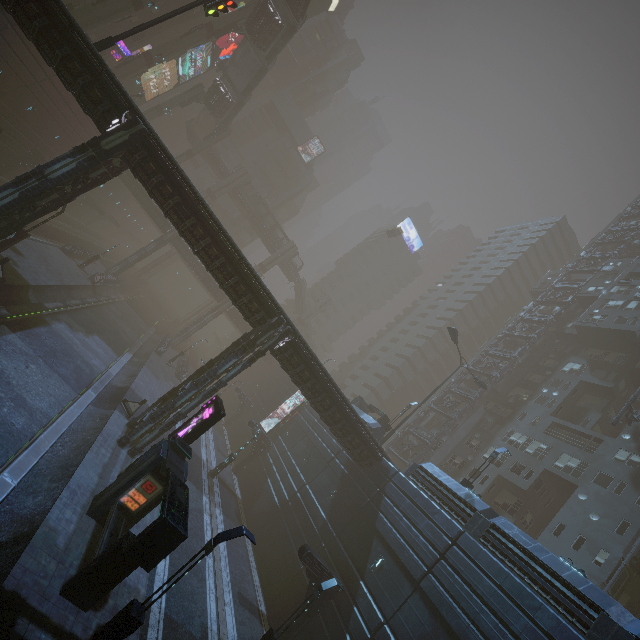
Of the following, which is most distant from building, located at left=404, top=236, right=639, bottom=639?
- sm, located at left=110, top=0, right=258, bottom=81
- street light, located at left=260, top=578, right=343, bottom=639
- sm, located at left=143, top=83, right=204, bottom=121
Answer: sm, located at left=143, top=83, right=204, bottom=121

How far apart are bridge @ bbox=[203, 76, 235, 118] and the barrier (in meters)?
48.79

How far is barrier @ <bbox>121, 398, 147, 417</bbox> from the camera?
22.02m

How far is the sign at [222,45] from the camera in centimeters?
5521cm

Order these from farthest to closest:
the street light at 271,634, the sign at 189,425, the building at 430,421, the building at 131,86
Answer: the building at 131,86 < the building at 430,421 < the sign at 189,425 < the street light at 271,634

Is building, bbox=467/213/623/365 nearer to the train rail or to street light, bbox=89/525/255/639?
the train rail

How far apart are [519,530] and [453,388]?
27.90m

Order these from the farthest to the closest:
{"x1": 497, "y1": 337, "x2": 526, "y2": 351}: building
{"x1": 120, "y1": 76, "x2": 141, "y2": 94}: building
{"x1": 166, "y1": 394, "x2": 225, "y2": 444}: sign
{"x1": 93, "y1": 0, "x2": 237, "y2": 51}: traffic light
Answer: {"x1": 120, "y1": 76, "x2": 141, "y2": 94}: building
{"x1": 497, "y1": 337, "x2": 526, "y2": 351}: building
{"x1": 93, "y1": 0, "x2": 237, "y2": 51}: traffic light
{"x1": 166, "y1": 394, "x2": 225, "y2": 444}: sign
